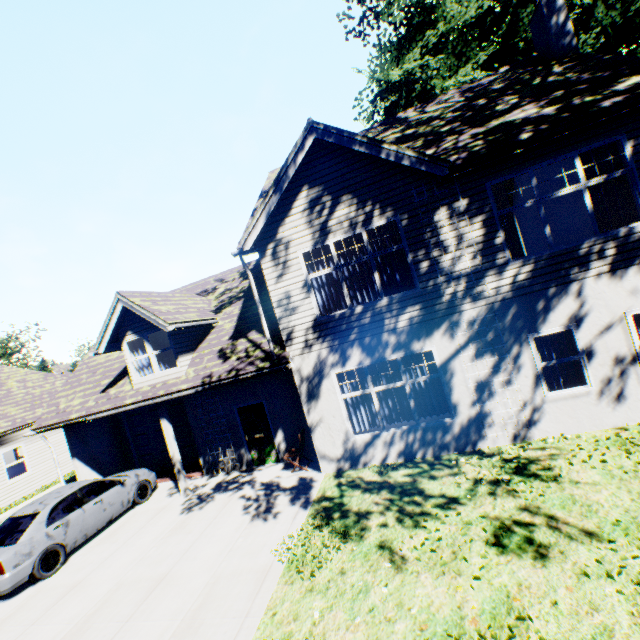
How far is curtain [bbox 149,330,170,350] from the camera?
10.9 meters

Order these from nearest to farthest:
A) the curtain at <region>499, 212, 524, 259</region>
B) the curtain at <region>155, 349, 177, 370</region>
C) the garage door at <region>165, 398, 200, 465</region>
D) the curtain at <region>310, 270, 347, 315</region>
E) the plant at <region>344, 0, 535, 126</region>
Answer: the curtain at <region>499, 212, 524, 259</region>
the curtain at <region>310, 270, 347, 315</region>
the curtain at <region>155, 349, 177, 370</region>
the garage door at <region>165, 398, 200, 465</region>
the plant at <region>344, 0, 535, 126</region>

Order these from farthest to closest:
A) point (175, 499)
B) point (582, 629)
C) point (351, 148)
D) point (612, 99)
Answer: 1. point (175, 499)
2. point (351, 148)
3. point (612, 99)
4. point (582, 629)

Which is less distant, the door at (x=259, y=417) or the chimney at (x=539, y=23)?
the chimney at (x=539, y=23)

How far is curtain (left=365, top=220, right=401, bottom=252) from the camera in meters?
8.6 m

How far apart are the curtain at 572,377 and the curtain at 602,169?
2.0m

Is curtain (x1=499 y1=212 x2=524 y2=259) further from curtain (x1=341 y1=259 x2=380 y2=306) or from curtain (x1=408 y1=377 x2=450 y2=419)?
curtain (x1=408 y1=377 x2=450 y2=419)

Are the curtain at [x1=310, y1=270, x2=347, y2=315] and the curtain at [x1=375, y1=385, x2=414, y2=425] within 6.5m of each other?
yes
